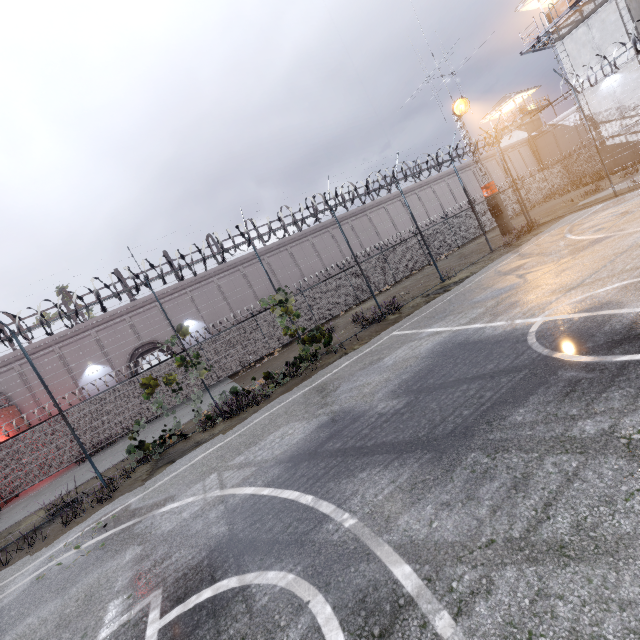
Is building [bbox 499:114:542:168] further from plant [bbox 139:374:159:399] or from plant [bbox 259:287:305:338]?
plant [bbox 139:374:159:399]

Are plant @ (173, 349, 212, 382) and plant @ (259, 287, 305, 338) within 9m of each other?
yes

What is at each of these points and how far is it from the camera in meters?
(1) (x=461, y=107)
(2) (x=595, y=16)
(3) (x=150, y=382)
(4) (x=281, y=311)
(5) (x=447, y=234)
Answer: (1) spotlight, 20.6 m
(2) building, 22.0 m
(3) plant, 10.8 m
(4) plant, 12.7 m
(5) fence, 29.5 m

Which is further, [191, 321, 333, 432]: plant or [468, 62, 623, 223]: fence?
[468, 62, 623, 223]: fence

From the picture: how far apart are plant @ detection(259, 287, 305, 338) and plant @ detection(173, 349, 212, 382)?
2.9m

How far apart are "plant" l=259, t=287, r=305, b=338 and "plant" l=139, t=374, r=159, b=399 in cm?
445

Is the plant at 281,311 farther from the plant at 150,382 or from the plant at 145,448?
the plant at 145,448

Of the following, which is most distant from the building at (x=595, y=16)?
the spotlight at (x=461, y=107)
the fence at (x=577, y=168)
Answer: the spotlight at (x=461, y=107)
